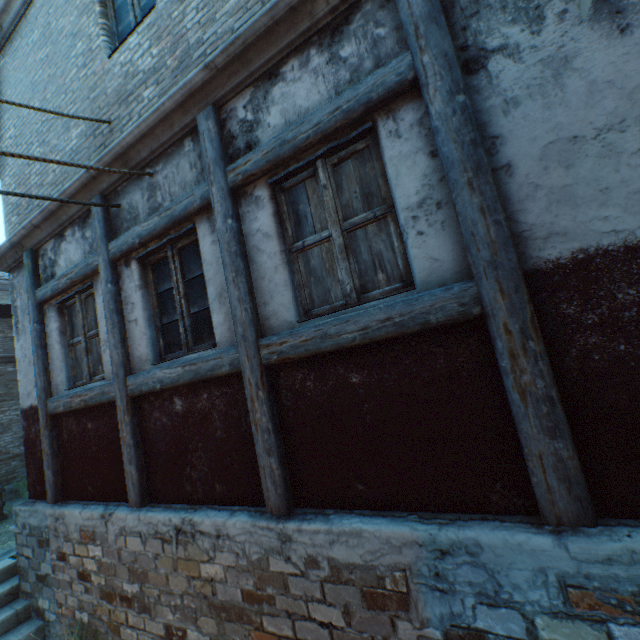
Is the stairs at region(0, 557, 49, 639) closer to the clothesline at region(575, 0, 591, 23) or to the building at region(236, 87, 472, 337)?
the building at region(236, 87, 472, 337)

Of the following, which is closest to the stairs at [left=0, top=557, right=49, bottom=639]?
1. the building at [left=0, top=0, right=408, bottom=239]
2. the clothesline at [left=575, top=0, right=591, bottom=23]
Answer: the building at [left=0, top=0, right=408, bottom=239]

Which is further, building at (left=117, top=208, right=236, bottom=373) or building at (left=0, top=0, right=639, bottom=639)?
building at (left=117, top=208, right=236, bottom=373)

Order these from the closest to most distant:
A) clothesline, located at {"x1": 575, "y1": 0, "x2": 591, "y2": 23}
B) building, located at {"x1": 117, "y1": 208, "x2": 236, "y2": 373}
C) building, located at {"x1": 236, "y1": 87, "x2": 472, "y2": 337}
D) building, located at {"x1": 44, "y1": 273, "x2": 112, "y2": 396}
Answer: clothesline, located at {"x1": 575, "y1": 0, "x2": 591, "y2": 23}
building, located at {"x1": 236, "y1": 87, "x2": 472, "y2": 337}
building, located at {"x1": 117, "y1": 208, "x2": 236, "y2": 373}
building, located at {"x1": 44, "y1": 273, "x2": 112, "y2": 396}

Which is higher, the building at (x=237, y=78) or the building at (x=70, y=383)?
the building at (x=237, y=78)

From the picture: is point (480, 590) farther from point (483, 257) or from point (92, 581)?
point (92, 581)

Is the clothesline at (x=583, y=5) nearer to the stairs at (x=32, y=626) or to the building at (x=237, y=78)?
the building at (x=237, y=78)

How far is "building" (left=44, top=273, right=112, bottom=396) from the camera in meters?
4.1 m
